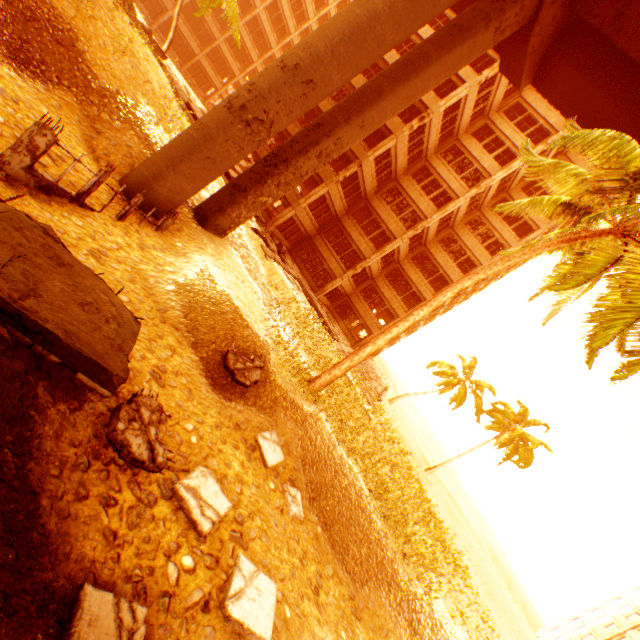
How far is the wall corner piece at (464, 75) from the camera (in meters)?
22.67

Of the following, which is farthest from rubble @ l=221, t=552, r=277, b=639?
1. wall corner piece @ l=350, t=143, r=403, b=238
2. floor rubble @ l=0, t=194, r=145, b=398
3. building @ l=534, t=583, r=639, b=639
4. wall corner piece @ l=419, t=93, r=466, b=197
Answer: building @ l=534, t=583, r=639, b=639

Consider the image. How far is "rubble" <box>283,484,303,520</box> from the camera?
7.92m

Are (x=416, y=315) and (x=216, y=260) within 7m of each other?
no

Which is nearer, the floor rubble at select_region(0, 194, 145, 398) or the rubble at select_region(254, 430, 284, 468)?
the floor rubble at select_region(0, 194, 145, 398)

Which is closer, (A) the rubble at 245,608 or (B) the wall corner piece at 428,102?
(A) the rubble at 245,608

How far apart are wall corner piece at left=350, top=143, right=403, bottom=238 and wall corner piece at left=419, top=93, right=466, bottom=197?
5.0m

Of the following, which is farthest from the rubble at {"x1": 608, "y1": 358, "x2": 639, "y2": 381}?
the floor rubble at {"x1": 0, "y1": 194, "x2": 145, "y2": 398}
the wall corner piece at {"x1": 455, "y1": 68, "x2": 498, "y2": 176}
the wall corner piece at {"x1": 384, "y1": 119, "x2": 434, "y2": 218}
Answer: the wall corner piece at {"x1": 455, "y1": 68, "x2": 498, "y2": 176}
